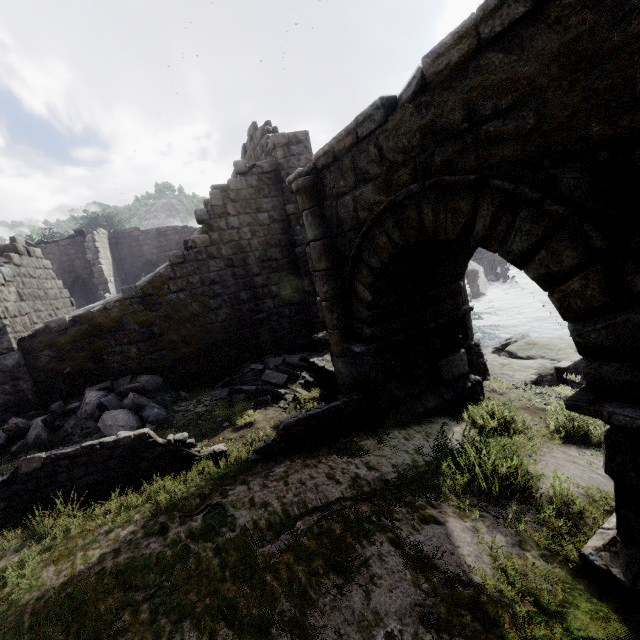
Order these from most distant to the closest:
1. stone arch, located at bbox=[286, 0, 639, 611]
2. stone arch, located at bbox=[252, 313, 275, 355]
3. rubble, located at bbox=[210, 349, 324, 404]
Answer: stone arch, located at bbox=[252, 313, 275, 355]
rubble, located at bbox=[210, 349, 324, 404]
stone arch, located at bbox=[286, 0, 639, 611]

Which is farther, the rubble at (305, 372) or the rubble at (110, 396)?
the rubble at (305, 372)

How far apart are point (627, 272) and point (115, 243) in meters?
30.6 m

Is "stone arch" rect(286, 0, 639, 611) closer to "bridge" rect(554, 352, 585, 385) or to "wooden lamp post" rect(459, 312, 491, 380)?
"wooden lamp post" rect(459, 312, 491, 380)

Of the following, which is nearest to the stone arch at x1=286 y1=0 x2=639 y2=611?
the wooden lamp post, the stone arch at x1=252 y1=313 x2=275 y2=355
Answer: the wooden lamp post

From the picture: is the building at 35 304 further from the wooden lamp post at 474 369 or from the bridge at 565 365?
the bridge at 565 365

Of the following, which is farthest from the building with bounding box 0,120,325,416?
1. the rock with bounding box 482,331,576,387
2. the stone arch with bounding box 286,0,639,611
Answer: the rock with bounding box 482,331,576,387
